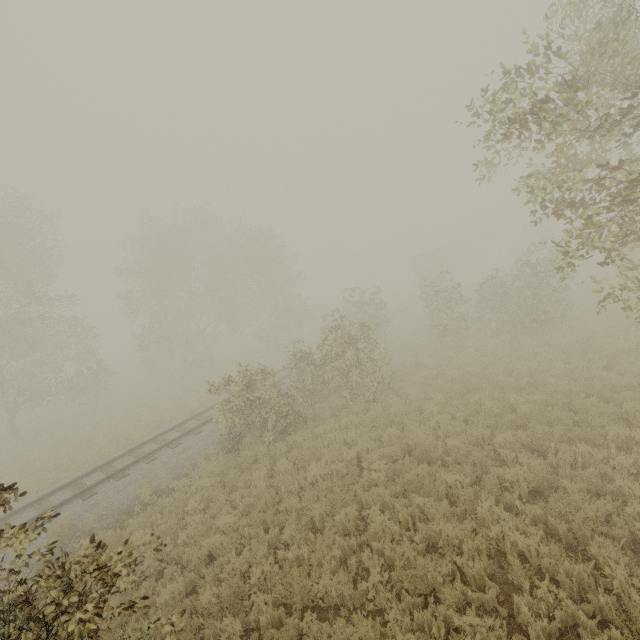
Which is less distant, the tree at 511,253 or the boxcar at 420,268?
the tree at 511,253

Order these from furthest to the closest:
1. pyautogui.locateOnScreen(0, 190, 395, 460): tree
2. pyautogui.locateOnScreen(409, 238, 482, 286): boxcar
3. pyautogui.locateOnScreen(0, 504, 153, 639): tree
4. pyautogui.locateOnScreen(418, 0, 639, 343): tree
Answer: pyautogui.locateOnScreen(409, 238, 482, 286): boxcar → pyautogui.locateOnScreen(0, 190, 395, 460): tree → pyautogui.locateOnScreen(418, 0, 639, 343): tree → pyautogui.locateOnScreen(0, 504, 153, 639): tree

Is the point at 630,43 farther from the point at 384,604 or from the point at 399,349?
the point at 399,349

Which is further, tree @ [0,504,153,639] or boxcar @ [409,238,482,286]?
boxcar @ [409,238,482,286]

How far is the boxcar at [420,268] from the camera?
39.2m

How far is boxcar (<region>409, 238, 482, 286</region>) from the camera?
39.19m

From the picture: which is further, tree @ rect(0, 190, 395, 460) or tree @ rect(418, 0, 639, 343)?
tree @ rect(0, 190, 395, 460)

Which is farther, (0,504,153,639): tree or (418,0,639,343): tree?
(418,0,639,343): tree
